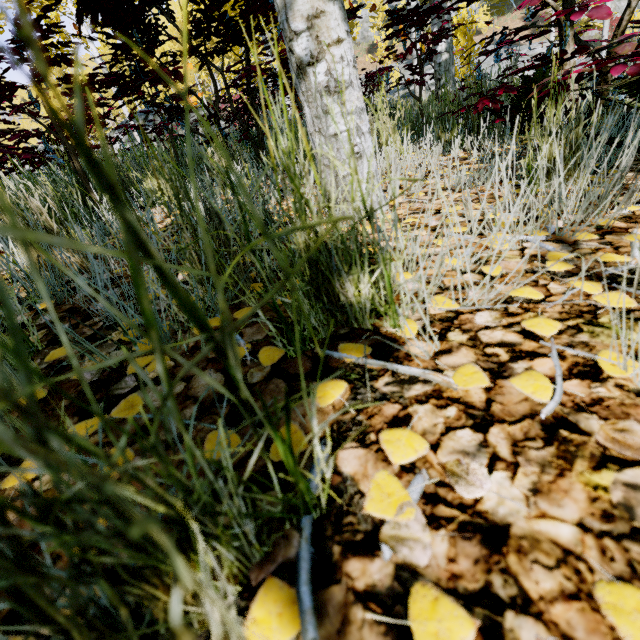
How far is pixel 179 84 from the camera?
21.2m

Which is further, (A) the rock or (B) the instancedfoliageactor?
(A) the rock

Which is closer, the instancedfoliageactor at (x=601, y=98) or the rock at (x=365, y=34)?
the instancedfoliageactor at (x=601, y=98)

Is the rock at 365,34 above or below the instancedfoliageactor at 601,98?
above

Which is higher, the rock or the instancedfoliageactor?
the rock
